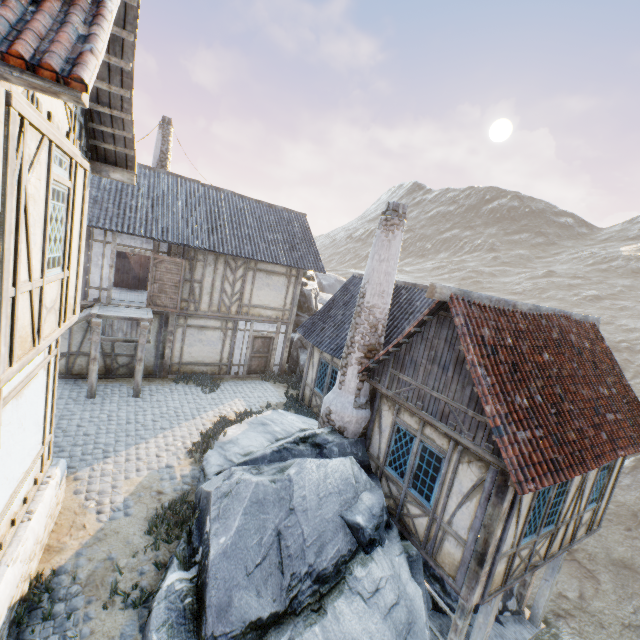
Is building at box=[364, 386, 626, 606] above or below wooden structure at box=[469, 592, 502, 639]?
above

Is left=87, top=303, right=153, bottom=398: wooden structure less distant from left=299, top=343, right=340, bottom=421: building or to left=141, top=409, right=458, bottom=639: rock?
left=141, top=409, right=458, bottom=639: rock

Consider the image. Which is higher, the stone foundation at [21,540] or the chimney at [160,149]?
the chimney at [160,149]

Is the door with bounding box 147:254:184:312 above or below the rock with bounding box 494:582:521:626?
above

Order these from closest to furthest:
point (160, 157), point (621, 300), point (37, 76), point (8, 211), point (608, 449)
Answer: point (37, 76)
point (8, 211)
point (608, 449)
point (160, 157)
point (621, 300)

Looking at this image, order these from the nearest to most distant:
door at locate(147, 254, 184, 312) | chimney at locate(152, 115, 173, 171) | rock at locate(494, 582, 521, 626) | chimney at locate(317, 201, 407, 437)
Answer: chimney at locate(317, 201, 407, 437)
rock at locate(494, 582, 521, 626)
door at locate(147, 254, 184, 312)
chimney at locate(152, 115, 173, 171)

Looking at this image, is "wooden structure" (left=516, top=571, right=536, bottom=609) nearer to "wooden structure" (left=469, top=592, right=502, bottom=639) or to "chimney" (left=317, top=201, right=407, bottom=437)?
"wooden structure" (left=469, top=592, right=502, bottom=639)

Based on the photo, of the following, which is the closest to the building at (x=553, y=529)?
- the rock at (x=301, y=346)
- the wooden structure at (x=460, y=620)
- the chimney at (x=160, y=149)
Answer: the wooden structure at (x=460, y=620)
